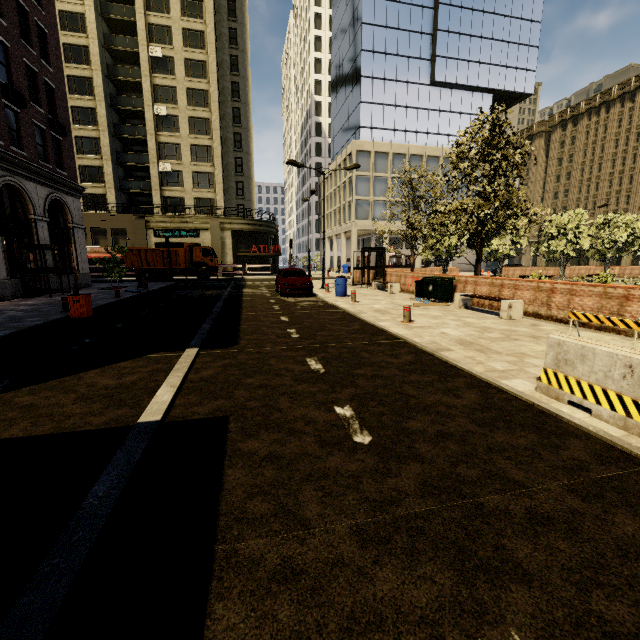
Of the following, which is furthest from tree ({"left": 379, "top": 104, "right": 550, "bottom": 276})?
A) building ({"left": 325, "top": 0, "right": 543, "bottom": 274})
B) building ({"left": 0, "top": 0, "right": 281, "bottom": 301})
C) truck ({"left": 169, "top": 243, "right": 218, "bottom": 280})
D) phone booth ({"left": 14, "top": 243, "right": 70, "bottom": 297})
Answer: truck ({"left": 169, "top": 243, "right": 218, "bottom": 280})

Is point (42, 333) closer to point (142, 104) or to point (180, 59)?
point (142, 104)

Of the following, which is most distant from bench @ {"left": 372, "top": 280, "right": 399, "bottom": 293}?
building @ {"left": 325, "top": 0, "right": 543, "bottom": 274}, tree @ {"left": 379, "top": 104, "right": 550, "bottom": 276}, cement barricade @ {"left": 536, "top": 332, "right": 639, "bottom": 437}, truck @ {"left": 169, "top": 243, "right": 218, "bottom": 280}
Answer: building @ {"left": 325, "top": 0, "right": 543, "bottom": 274}

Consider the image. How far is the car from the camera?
16.6m

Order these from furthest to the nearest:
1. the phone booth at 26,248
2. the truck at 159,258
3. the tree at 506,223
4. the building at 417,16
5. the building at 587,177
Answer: A: the building at 587,177, the building at 417,16, the truck at 159,258, the phone booth at 26,248, the tree at 506,223

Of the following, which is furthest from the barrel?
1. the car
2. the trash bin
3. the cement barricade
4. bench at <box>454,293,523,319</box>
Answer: the cement barricade

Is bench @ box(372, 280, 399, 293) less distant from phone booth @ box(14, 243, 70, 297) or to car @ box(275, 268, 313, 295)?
car @ box(275, 268, 313, 295)

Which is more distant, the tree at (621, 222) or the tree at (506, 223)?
the tree at (621, 222)
